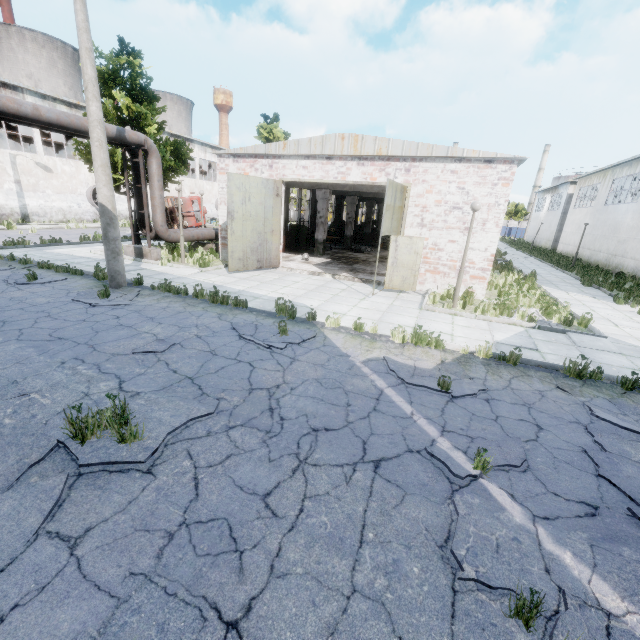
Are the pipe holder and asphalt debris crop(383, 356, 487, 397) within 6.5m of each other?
no

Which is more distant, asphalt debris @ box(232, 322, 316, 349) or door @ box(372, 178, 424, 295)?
door @ box(372, 178, 424, 295)

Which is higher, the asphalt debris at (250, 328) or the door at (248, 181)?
the door at (248, 181)

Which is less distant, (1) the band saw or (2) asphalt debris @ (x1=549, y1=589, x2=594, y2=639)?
(2) asphalt debris @ (x1=549, y1=589, x2=594, y2=639)

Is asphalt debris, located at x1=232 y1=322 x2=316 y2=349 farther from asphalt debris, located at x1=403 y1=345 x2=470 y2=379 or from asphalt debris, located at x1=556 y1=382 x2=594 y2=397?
asphalt debris, located at x1=556 y1=382 x2=594 y2=397

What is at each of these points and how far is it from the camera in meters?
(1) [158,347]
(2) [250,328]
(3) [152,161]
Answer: (1) asphalt debris, 6.4 m
(2) asphalt debris, 7.7 m
(3) pipe, 14.2 m

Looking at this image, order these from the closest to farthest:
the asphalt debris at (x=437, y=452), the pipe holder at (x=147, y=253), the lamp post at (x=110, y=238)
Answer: the asphalt debris at (x=437, y=452) → the lamp post at (x=110, y=238) → the pipe holder at (x=147, y=253)

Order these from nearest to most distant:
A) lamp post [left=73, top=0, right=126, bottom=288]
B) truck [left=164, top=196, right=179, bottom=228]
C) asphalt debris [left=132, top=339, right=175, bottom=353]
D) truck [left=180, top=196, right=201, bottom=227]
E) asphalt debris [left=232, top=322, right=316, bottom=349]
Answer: asphalt debris [left=132, top=339, right=175, bottom=353] < asphalt debris [left=232, top=322, right=316, bottom=349] < lamp post [left=73, top=0, right=126, bottom=288] < truck [left=164, top=196, right=179, bottom=228] < truck [left=180, top=196, right=201, bottom=227]
